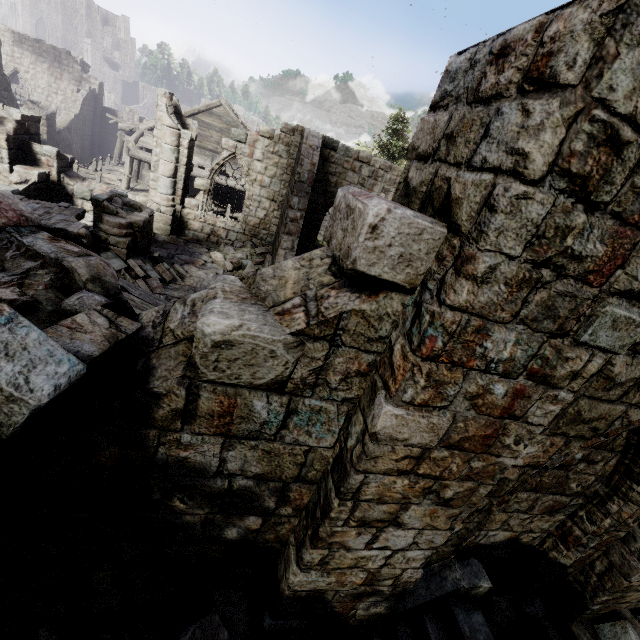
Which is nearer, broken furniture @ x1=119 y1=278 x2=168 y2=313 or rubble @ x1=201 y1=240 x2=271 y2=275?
broken furniture @ x1=119 y1=278 x2=168 y2=313

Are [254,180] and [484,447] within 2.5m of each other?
no

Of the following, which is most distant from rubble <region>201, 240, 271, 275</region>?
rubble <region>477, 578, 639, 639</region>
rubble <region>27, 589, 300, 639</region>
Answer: rubble <region>27, 589, 300, 639</region>

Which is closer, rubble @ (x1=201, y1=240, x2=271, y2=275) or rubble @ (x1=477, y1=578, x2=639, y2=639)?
rubble @ (x1=477, y1=578, x2=639, y2=639)

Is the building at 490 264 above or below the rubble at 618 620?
above

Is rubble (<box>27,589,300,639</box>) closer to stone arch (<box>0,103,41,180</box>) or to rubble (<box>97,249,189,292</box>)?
rubble (<box>97,249,189,292</box>)

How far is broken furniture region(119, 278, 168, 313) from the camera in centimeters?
755cm

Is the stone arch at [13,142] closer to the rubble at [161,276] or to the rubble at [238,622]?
the rubble at [161,276]
